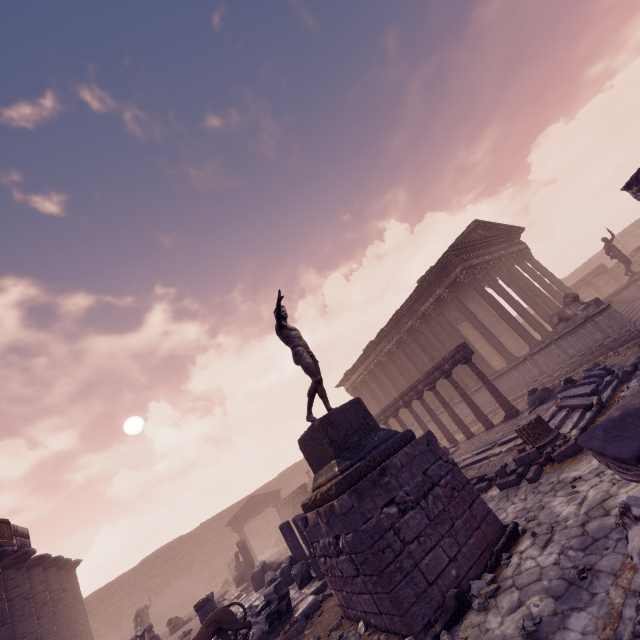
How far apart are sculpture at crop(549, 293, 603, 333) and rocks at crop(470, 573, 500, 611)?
12.00m

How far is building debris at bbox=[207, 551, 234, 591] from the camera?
26.4 meters

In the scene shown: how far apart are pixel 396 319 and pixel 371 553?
17.0 meters

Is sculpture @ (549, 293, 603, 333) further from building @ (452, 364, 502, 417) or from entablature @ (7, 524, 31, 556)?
entablature @ (7, 524, 31, 556)

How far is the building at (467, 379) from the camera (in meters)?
16.92

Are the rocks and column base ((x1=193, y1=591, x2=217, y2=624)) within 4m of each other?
no

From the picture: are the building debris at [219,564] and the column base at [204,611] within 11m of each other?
no

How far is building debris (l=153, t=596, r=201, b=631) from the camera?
23.4m
